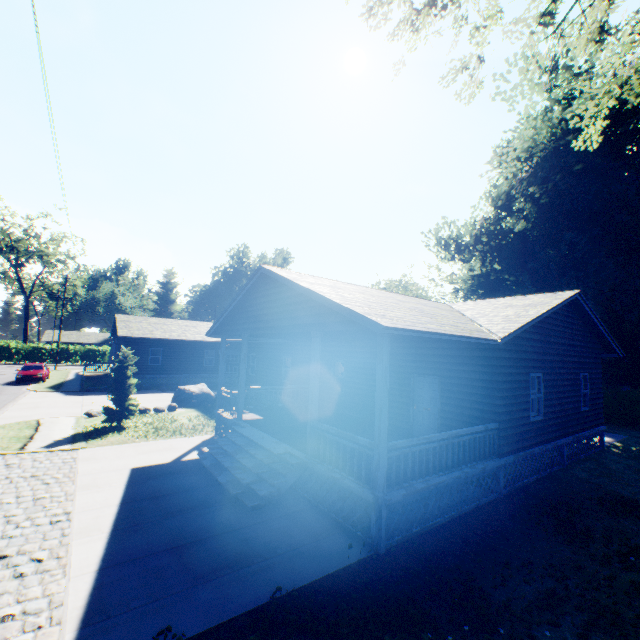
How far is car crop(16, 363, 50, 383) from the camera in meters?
26.8

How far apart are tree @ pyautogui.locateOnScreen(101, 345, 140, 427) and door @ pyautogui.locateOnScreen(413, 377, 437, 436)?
12.8 meters

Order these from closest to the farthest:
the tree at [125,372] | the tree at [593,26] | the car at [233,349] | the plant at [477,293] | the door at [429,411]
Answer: the tree at [593,26] < the door at [429,411] < the tree at [125,372] < the plant at [477,293] < the car at [233,349]

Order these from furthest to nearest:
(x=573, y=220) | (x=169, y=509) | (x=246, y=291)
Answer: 1. (x=573, y=220)
2. (x=246, y=291)
3. (x=169, y=509)

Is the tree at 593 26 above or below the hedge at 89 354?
above

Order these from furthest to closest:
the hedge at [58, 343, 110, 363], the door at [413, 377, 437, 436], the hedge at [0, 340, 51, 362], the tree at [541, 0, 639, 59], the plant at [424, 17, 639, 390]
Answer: the hedge at [58, 343, 110, 363], the hedge at [0, 340, 51, 362], the plant at [424, 17, 639, 390], the door at [413, 377, 437, 436], the tree at [541, 0, 639, 59]

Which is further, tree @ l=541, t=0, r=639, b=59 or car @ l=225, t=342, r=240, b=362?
car @ l=225, t=342, r=240, b=362

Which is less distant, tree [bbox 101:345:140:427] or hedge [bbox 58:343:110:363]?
tree [bbox 101:345:140:427]
